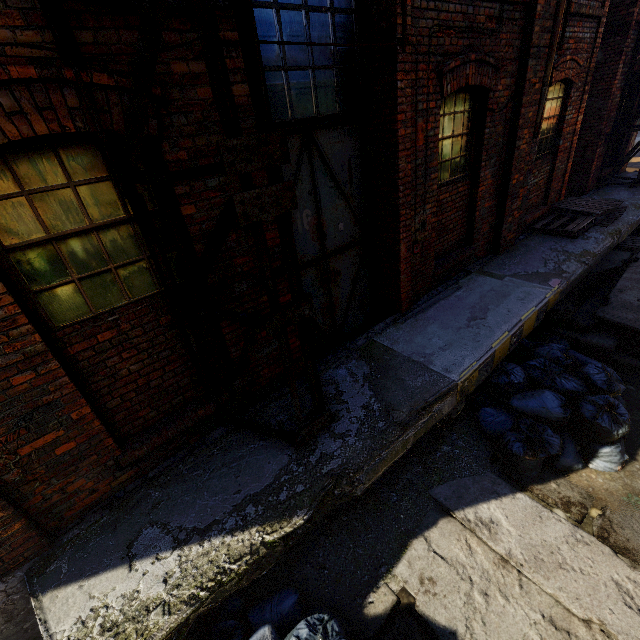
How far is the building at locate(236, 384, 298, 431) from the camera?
3.5 meters

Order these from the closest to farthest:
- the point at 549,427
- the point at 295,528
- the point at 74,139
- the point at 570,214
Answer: the point at 74,139, the point at 295,528, the point at 549,427, the point at 570,214

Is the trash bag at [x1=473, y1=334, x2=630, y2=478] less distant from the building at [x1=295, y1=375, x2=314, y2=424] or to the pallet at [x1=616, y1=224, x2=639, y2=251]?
the building at [x1=295, y1=375, x2=314, y2=424]

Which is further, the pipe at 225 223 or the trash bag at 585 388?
the trash bag at 585 388

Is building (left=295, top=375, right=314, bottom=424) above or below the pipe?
below

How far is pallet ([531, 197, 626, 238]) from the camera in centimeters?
701cm

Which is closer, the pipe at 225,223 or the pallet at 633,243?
the pipe at 225,223
